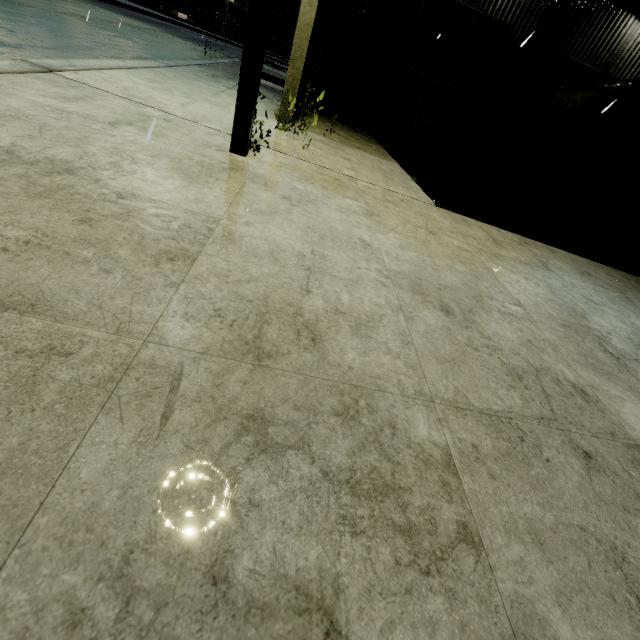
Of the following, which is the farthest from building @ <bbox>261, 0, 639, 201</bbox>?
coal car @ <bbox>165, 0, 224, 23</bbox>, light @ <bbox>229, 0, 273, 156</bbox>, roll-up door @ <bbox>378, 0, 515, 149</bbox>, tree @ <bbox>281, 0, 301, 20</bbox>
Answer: tree @ <bbox>281, 0, 301, 20</bbox>

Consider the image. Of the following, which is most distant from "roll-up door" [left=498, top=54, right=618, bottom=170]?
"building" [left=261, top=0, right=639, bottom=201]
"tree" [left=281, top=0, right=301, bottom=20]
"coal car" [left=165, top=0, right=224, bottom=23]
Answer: "tree" [left=281, top=0, right=301, bottom=20]

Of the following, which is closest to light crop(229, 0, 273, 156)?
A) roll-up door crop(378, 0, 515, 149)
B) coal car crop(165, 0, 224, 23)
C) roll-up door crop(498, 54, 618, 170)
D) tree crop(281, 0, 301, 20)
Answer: roll-up door crop(378, 0, 515, 149)

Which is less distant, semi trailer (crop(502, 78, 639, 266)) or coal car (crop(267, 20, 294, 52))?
semi trailer (crop(502, 78, 639, 266))

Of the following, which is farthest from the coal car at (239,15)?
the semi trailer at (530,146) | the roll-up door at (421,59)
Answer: the roll-up door at (421,59)

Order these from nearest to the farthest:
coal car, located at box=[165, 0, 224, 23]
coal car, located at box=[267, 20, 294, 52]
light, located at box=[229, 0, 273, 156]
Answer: light, located at box=[229, 0, 273, 156] < coal car, located at box=[165, 0, 224, 23] < coal car, located at box=[267, 20, 294, 52]

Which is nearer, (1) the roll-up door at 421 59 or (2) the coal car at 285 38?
(1) the roll-up door at 421 59

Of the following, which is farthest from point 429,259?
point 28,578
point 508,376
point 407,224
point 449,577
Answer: point 28,578
